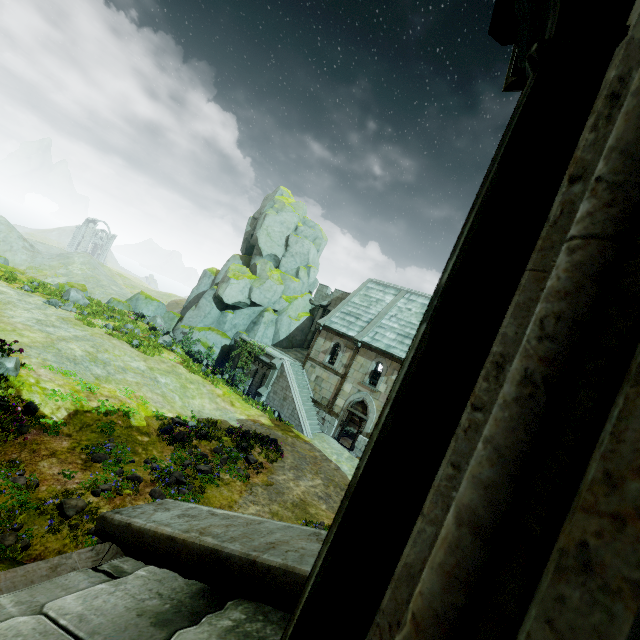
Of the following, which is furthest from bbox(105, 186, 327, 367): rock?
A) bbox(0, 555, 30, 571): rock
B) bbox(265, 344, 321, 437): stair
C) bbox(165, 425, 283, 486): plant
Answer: bbox(0, 555, 30, 571): rock

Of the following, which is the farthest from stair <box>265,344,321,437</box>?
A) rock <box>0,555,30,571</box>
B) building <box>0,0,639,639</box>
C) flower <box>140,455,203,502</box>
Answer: rock <box>0,555,30,571</box>

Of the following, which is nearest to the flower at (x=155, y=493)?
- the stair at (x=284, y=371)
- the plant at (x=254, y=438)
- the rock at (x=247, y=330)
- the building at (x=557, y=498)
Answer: the plant at (x=254, y=438)

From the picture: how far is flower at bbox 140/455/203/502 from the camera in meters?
10.1

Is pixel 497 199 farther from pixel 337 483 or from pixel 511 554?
pixel 337 483

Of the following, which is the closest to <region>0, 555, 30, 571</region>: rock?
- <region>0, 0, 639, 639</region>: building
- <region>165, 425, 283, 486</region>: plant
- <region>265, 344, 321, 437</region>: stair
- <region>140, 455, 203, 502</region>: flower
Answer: <region>140, 455, 203, 502</region>: flower

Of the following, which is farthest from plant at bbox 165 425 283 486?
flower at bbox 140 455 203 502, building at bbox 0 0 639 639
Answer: building at bbox 0 0 639 639

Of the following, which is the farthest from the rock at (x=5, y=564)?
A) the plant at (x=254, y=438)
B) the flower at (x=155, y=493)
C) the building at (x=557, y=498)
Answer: the plant at (x=254, y=438)
